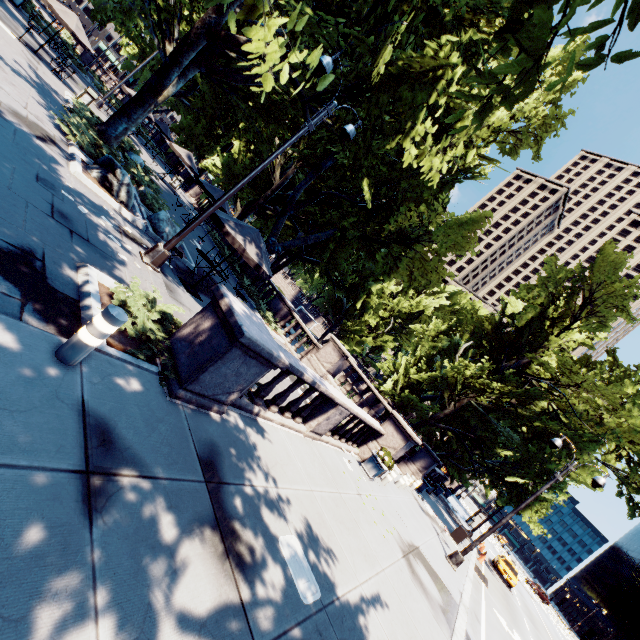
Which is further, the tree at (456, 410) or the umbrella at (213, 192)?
the umbrella at (213, 192)

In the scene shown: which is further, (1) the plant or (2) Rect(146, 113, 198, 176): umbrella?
(2) Rect(146, 113, 198, 176): umbrella

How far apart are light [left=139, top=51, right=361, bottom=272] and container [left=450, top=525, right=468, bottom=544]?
21.8 meters

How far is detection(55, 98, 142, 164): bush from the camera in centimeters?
1091cm

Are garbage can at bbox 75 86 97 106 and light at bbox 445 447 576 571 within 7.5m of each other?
no

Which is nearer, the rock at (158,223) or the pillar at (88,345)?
the pillar at (88,345)

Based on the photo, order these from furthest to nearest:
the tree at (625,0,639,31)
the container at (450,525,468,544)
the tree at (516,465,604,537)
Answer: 1. the container at (450,525,468,544)
2. the tree at (516,465,604,537)
3. the tree at (625,0,639,31)

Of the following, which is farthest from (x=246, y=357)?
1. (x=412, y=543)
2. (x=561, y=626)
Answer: (x=561, y=626)
